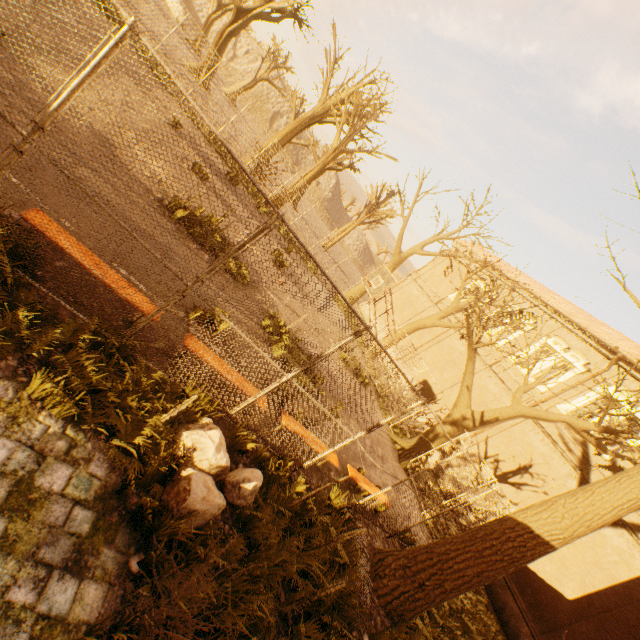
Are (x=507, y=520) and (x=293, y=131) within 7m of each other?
no

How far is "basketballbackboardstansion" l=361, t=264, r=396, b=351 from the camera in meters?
12.7 m

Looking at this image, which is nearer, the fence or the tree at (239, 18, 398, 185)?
the fence

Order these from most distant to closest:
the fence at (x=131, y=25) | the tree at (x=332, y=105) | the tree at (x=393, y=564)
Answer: the tree at (x=332, y=105) → the tree at (x=393, y=564) → the fence at (x=131, y=25)

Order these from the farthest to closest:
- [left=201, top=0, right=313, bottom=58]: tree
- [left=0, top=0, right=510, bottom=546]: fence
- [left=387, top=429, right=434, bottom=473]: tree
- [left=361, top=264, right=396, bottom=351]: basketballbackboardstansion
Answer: [left=201, top=0, right=313, bottom=58]: tree, [left=387, top=429, right=434, bottom=473]: tree, [left=361, top=264, right=396, bottom=351]: basketballbackboardstansion, [left=0, top=0, right=510, bottom=546]: fence

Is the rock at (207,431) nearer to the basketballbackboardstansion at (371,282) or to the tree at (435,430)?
the tree at (435,430)

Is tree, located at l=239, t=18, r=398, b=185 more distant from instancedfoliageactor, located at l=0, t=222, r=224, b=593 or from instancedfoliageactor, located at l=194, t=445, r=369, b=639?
instancedfoliageactor, located at l=0, t=222, r=224, b=593

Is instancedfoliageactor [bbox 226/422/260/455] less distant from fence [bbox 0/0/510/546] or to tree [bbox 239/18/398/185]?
fence [bbox 0/0/510/546]
